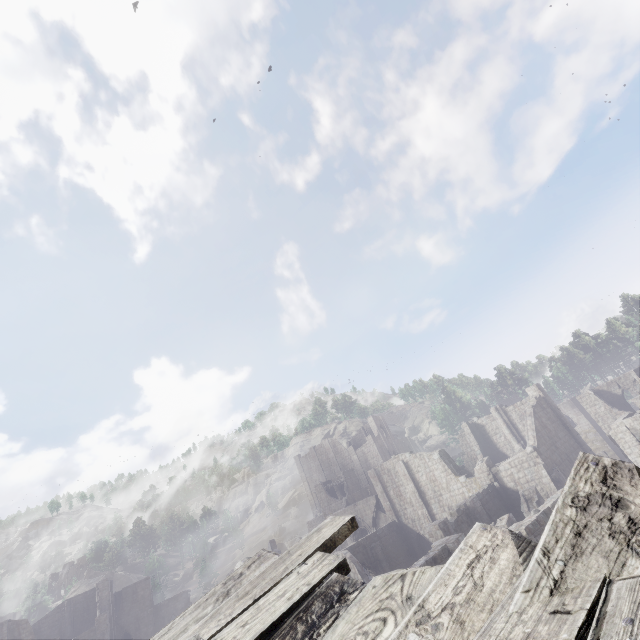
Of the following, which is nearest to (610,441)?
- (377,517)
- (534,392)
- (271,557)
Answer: (534,392)

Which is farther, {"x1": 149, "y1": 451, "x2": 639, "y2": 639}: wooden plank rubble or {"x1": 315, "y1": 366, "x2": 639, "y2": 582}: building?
{"x1": 315, "y1": 366, "x2": 639, "y2": 582}: building

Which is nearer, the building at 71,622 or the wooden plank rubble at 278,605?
the wooden plank rubble at 278,605

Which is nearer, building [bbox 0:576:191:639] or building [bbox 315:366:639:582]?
building [bbox 315:366:639:582]

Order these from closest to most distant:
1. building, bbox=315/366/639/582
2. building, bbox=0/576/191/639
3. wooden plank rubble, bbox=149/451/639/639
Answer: wooden plank rubble, bbox=149/451/639/639 → building, bbox=315/366/639/582 → building, bbox=0/576/191/639

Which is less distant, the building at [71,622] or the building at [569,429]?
the building at [569,429]
